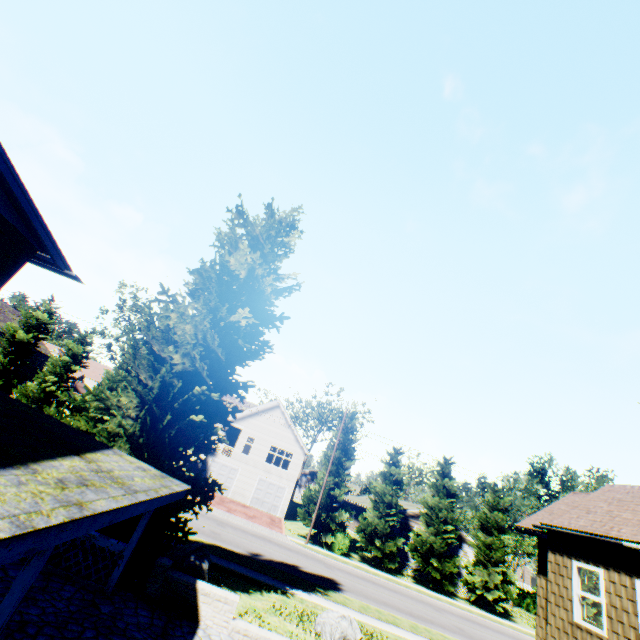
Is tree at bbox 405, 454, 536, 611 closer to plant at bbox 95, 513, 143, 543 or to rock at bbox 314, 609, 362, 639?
plant at bbox 95, 513, 143, 543

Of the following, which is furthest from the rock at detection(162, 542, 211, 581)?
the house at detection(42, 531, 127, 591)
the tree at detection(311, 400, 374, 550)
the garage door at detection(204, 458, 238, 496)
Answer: the garage door at detection(204, 458, 238, 496)

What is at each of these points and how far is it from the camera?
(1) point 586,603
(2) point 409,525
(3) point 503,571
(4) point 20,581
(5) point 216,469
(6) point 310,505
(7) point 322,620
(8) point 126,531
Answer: (1) tree, 29.31m
(2) house, 34.19m
(3) tree, 29.52m
(4) pillar, 4.80m
(5) garage door, 34.53m
(6) tree, 30.61m
(7) rock, 11.62m
(8) plant, 9.78m

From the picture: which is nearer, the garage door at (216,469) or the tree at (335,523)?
the tree at (335,523)

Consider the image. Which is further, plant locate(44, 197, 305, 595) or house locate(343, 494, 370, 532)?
house locate(343, 494, 370, 532)

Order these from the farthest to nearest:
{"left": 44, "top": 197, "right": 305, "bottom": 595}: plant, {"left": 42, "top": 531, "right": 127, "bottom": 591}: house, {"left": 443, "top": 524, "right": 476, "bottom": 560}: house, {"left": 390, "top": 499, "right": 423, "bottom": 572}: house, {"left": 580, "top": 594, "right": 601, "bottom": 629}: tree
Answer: {"left": 443, "top": 524, "right": 476, "bottom": 560}: house, {"left": 390, "top": 499, "right": 423, "bottom": 572}: house, {"left": 580, "top": 594, "right": 601, "bottom": 629}: tree, {"left": 44, "top": 197, "right": 305, "bottom": 595}: plant, {"left": 42, "top": 531, "right": 127, "bottom": 591}: house

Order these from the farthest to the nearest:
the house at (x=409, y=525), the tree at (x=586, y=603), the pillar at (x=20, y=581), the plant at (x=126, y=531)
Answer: the house at (x=409, y=525) → the tree at (x=586, y=603) → the plant at (x=126, y=531) → the pillar at (x=20, y=581)

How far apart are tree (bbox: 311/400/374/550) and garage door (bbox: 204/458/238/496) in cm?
1021
